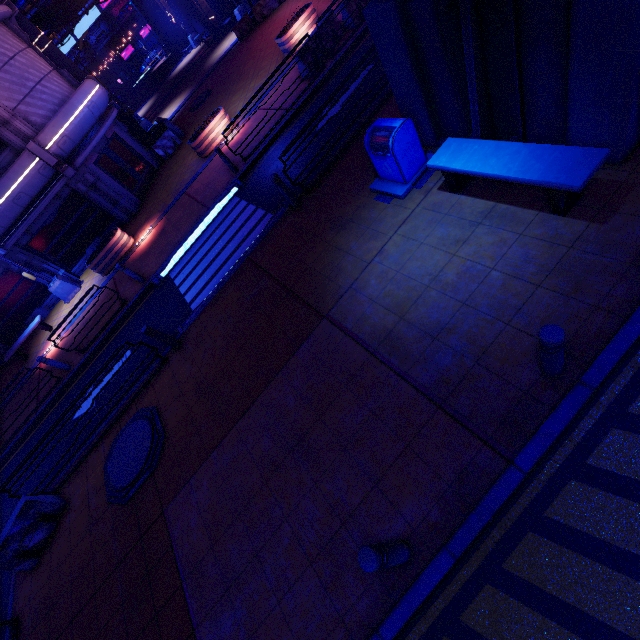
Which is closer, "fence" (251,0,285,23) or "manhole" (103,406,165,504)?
"manhole" (103,406,165,504)

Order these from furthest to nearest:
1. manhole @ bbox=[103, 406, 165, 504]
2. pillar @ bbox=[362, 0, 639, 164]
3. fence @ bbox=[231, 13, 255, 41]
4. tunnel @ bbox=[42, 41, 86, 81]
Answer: fence @ bbox=[231, 13, 255, 41], tunnel @ bbox=[42, 41, 86, 81], manhole @ bbox=[103, 406, 165, 504], pillar @ bbox=[362, 0, 639, 164]

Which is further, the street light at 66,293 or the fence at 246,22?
the fence at 246,22

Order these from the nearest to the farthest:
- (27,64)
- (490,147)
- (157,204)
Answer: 1. (490,147)
2. (27,64)
3. (157,204)

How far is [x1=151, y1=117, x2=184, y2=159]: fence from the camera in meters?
18.6 m

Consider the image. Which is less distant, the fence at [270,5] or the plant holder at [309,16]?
the plant holder at [309,16]

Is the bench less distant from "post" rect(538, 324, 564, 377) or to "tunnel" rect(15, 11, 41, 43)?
"post" rect(538, 324, 564, 377)

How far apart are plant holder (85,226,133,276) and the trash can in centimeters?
1236cm
